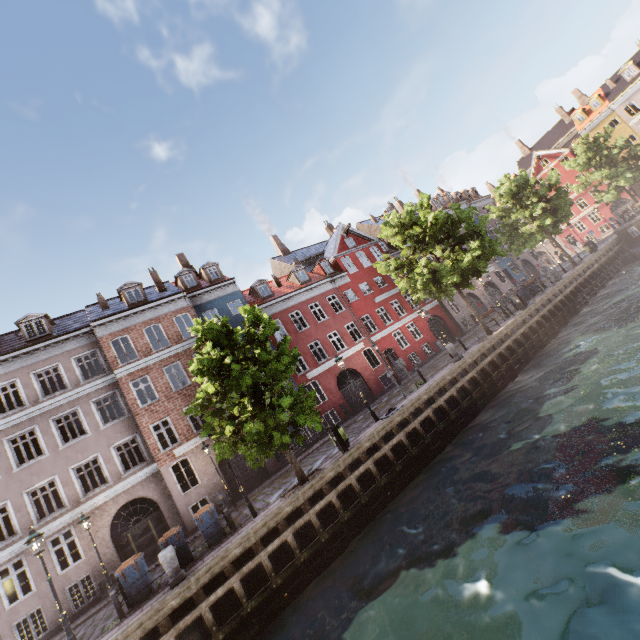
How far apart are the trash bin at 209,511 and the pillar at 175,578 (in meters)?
1.51

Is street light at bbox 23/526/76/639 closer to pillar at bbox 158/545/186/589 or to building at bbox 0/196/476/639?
building at bbox 0/196/476/639

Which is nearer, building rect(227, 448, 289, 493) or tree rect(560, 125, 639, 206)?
building rect(227, 448, 289, 493)

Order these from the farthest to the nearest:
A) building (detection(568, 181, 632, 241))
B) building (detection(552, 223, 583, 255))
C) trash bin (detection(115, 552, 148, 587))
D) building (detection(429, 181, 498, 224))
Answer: building (detection(552, 223, 583, 255)), building (detection(568, 181, 632, 241)), building (detection(429, 181, 498, 224)), trash bin (detection(115, 552, 148, 587))

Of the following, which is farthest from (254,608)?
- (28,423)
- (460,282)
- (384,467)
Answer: (460,282)

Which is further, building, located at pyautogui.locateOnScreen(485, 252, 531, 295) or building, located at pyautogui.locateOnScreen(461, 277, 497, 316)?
building, located at pyautogui.locateOnScreen(485, 252, 531, 295)

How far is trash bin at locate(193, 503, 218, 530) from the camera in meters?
12.4

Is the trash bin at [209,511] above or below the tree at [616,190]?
below
